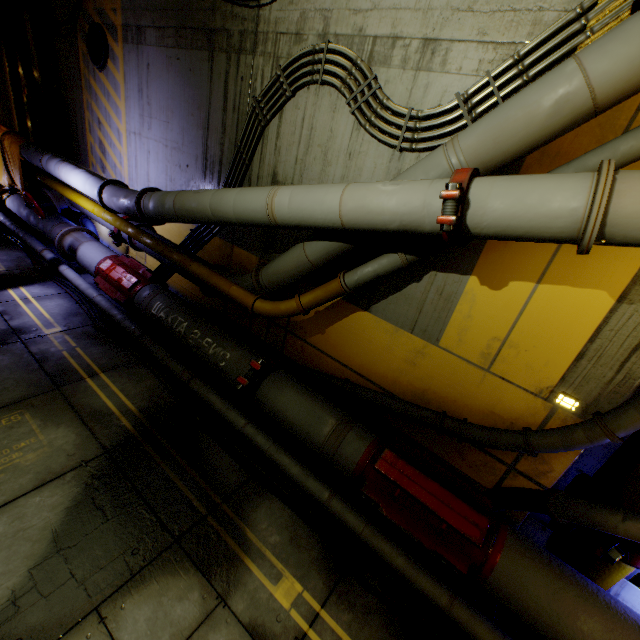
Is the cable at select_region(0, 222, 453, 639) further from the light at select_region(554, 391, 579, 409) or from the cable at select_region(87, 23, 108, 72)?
the cable at select_region(87, 23, 108, 72)

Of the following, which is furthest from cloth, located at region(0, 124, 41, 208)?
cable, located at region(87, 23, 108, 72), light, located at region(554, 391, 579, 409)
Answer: light, located at region(554, 391, 579, 409)

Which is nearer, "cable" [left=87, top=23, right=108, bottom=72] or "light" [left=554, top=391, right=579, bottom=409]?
"light" [left=554, top=391, right=579, bottom=409]

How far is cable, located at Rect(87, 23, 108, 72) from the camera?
6.8m

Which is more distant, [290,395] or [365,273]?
[290,395]

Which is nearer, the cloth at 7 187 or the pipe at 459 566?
the pipe at 459 566

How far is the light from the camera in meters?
3.5

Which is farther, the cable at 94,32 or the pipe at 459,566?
the cable at 94,32
